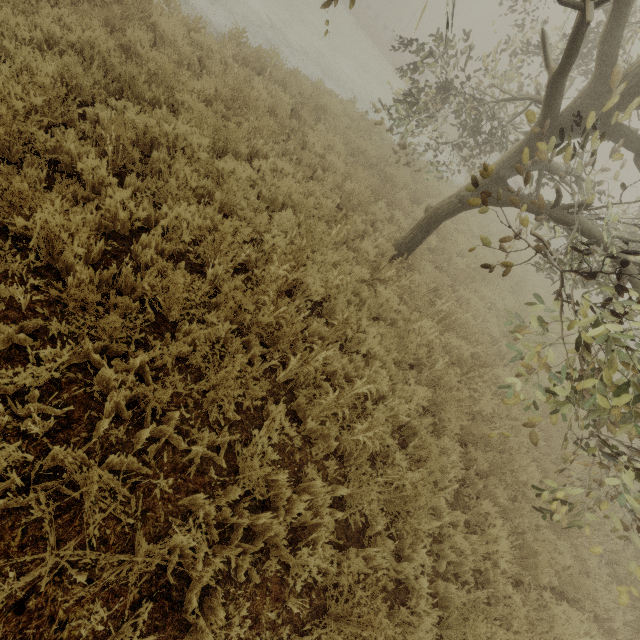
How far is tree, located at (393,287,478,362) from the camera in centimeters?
524cm

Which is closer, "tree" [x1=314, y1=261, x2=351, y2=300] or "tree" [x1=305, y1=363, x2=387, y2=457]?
"tree" [x1=305, y1=363, x2=387, y2=457]

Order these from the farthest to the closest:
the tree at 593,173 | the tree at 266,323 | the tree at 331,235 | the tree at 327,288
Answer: the tree at 331,235
the tree at 327,288
the tree at 266,323
the tree at 593,173

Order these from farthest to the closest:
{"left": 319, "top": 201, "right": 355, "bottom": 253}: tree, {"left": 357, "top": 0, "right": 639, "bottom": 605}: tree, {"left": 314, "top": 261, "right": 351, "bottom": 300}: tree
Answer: {"left": 319, "top": 201, "right": 355, "bottom": 253}: tree → {"left": 314, "top": 261, "right": 351, "bottom": 300}: tree → {"left": 357, "top": 0, "right": 639, "bottom": 605}: tree

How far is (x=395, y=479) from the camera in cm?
394

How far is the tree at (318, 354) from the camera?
3.6m
